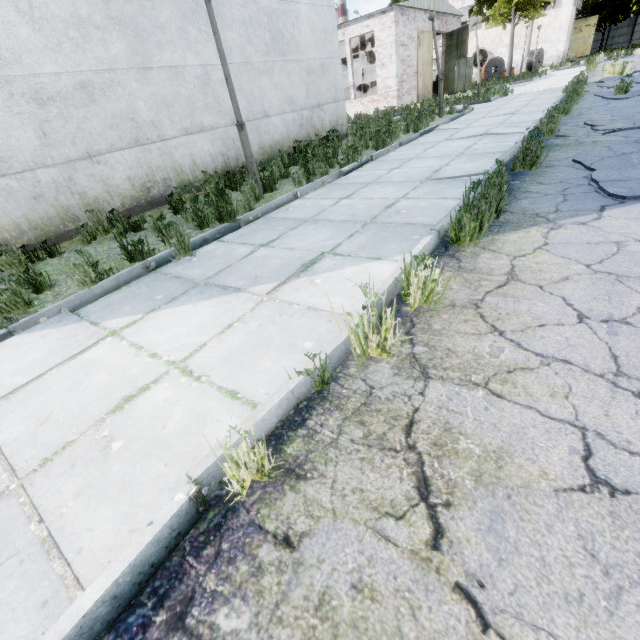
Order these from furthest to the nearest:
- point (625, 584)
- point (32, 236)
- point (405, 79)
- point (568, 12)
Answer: point (568, 12) → point (405, 79) → point (32, 236) → point (625, 584)

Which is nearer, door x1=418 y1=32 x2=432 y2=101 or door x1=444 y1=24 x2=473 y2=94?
door x1=418 y1=32 x2=432 y2=101

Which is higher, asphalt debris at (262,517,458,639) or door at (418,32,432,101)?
door at (418,32,432,101)

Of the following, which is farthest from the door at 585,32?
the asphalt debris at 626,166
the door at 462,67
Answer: the asphalt debris at 626,166

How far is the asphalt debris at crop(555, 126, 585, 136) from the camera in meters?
6.3

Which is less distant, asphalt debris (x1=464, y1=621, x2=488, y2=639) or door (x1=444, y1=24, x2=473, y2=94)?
asphalt debris (x1=464, y1=621, x2=488, y2=639)

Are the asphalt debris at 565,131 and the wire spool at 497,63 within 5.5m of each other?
no

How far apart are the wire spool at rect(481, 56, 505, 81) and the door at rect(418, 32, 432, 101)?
15.28m
